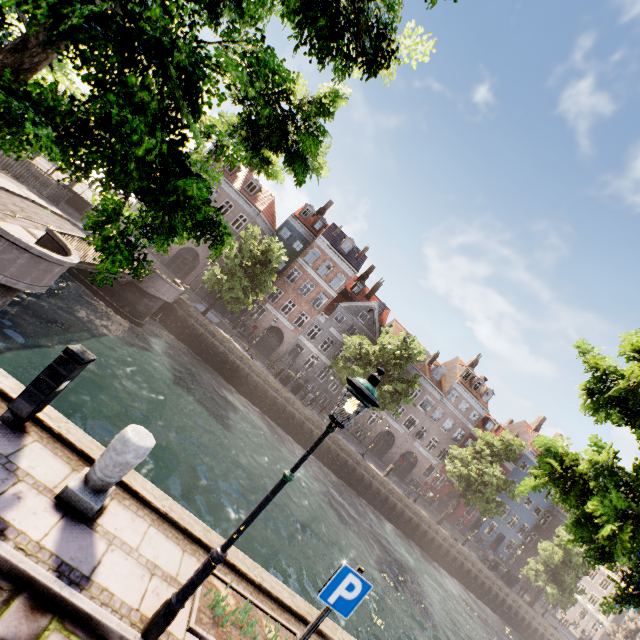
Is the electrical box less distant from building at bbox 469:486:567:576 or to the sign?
the sign

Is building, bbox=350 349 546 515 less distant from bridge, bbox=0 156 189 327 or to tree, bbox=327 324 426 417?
tree, bbox=327 324 426 417

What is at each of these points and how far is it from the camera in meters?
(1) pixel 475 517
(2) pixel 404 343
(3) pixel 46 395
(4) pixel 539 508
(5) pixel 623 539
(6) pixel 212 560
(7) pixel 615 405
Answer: (1) building, 40.3 m
(2) tree, 27.4 m
(3) electrical box, 4.3 m
(4) building, 42.1 m
(5) tree, 5.4 m
(6) street light, 3.5 m
(7) tree, 7.0 m

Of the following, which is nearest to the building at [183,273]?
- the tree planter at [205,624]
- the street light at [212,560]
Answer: the tree planter at [205,624]

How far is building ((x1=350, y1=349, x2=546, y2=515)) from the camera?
38.0m

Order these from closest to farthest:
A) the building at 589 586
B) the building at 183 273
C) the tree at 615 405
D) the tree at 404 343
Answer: the tree at 615 405
the tree at 404 343
the building at 183 273
the building at 589 586

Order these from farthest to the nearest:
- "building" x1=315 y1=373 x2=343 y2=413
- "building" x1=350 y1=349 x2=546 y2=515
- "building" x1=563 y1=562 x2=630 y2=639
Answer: "building" x1=563 y1=562 x2=630 y2=639 → "building" x1=350 y1=349 x2=546 y2=515 → "building" x1=315 y1=373 x2=343 y2=413
